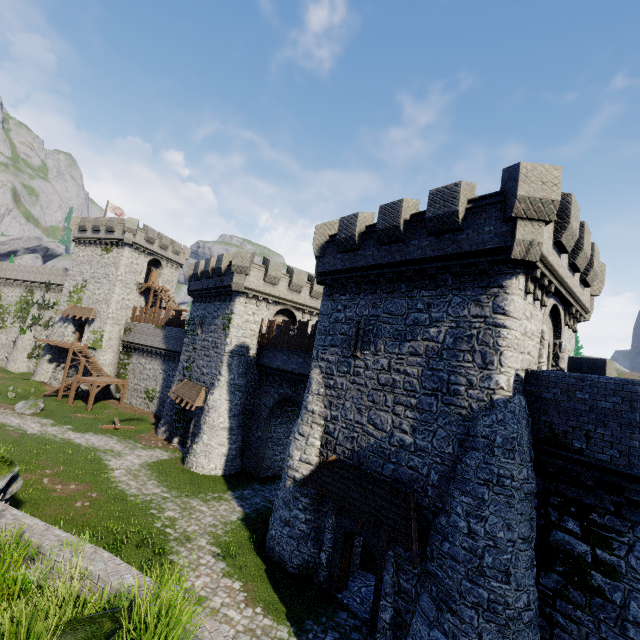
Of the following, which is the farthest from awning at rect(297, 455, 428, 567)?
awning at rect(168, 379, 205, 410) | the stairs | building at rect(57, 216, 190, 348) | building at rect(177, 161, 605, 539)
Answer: building at rect(57, 216, 190, 348)

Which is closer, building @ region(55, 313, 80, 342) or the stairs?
the stairs

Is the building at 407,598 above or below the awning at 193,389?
below

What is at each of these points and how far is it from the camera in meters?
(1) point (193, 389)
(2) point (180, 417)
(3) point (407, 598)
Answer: (1) awning, 27.4
(2) building, 29.0
(3) building, 11.4

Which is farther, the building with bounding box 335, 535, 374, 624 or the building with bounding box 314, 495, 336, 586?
the building with bounding box 314, 495, 336, 586

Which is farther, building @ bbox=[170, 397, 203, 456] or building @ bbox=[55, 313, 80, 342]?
building @ bbox=[55, 313, 80, 342]

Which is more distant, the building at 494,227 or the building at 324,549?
the building at 324,549

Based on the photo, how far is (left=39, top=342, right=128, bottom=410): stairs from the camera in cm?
3469
